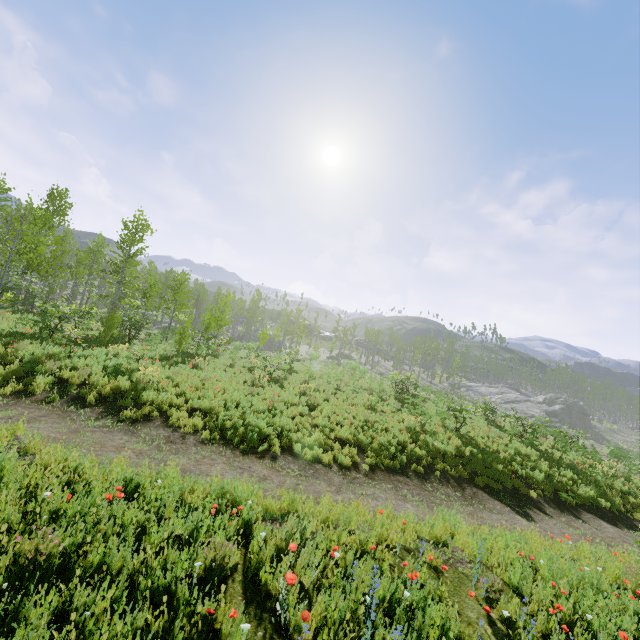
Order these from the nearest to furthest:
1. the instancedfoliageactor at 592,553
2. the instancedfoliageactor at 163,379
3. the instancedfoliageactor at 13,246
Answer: the instancedfoliageactor at 592,553 → the instancedfoliageactor at 163,379 → the instancedfoliageactor at 13,246

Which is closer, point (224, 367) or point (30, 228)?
point (224, 367)

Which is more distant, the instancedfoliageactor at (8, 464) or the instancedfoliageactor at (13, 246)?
the instancedfoliageactor at (13, 246)

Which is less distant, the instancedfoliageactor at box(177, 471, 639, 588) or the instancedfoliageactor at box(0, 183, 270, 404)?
the instancedfoliageactor at box(177, 471, 639, 588)

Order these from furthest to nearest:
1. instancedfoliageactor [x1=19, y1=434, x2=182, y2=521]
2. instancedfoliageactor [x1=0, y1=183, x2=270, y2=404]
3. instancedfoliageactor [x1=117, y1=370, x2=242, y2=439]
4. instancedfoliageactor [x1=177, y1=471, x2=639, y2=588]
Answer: instancedfoliageactor [x1=0, y1=183, x2=270, y2=404], instancedfoliageactor [x1=117, y1=370, x2=242, y2=439], instancedfoliageactor [x1=177, y1=471, x2=639, y2=588], instancedfoliageactor [x1=19, y1=434, x2=182, y2=521]

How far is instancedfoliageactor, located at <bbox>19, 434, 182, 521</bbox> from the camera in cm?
420

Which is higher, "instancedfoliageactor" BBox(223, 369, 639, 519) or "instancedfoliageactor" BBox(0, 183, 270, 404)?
A: "instancedfoliageactor" BBox(0, 183, 270, 404)
